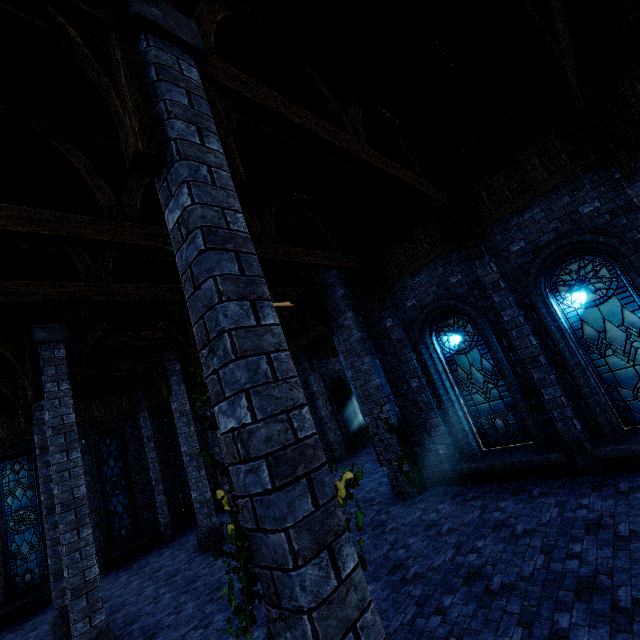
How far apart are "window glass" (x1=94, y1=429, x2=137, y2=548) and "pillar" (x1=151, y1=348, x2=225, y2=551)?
4.6m

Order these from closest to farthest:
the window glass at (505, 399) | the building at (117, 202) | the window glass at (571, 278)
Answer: the building at (117, 202) → the window glass at (571, 278) → the window glass at (505, 399)

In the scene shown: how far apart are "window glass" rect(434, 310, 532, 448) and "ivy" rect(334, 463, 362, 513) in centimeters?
722cm

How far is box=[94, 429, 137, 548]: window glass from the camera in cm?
1355

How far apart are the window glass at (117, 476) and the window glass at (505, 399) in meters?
14.5

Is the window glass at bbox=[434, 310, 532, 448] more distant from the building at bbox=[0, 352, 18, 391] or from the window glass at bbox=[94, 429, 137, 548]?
the window glass at bbox=[94, 429, 137, 548]

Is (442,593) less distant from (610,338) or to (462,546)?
(462,546)

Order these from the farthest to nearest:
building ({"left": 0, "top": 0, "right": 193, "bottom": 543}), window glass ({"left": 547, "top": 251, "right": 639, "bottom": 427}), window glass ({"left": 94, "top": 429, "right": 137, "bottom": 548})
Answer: window glass ({"left": 94, "top": 429, "right": 137, "bottom": 548}) < window glass ({"left": 547, "top": 251, "right": 639, "bottom": 427}) < building ({"left": 0, "top": 0, "right": 193, "bottom": 543})
